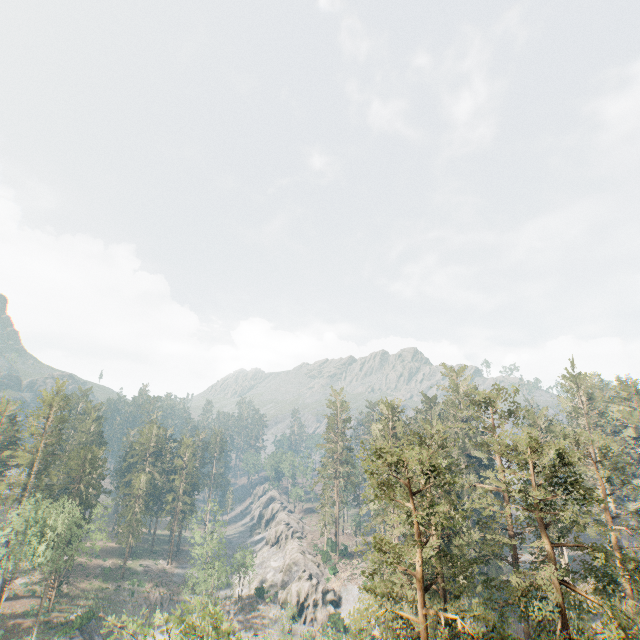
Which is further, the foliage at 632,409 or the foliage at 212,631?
the foliage at 632,409

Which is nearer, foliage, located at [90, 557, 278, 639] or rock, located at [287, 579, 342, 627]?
foliage, located at [90, 557, 278, 639]

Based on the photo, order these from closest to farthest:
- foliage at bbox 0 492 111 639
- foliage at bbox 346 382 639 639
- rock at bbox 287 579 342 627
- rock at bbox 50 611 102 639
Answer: foliage at bbox 346 382 639 639
foliage at bbox 0 492 111 639
rock at bbox 50 611 102 639
rock at bbox 287 579 342 627

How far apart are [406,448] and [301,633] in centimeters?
5394cm

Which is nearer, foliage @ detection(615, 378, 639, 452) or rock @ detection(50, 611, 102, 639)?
rock @ detection(50, 611, 102, 639)

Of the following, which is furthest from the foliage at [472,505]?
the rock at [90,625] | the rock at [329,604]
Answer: the rock at [90,625]

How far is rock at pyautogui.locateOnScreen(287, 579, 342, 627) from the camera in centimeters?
5494cm

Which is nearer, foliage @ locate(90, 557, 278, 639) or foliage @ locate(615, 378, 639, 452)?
foliage @ locate(90, 557, 278, 639)
